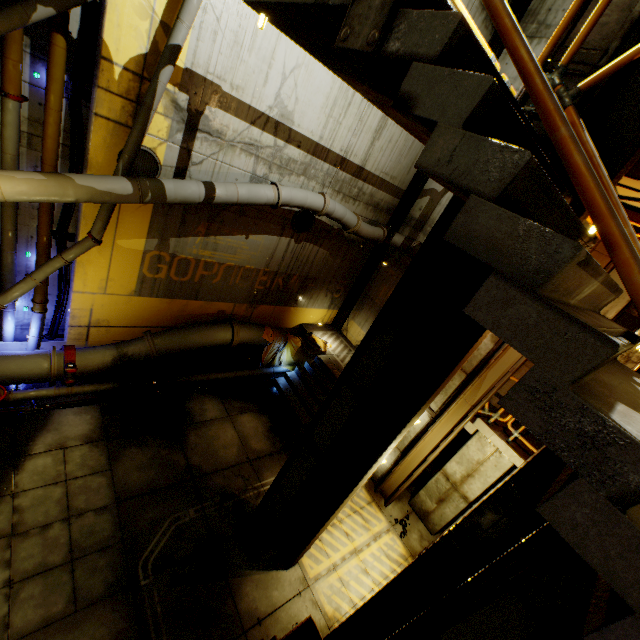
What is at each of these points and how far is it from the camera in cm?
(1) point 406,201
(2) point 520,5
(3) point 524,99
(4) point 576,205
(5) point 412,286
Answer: (1) beam, 1200
(2) beam, 938
(3) beam, 338
(4) beam, 333
(5) beam, 436

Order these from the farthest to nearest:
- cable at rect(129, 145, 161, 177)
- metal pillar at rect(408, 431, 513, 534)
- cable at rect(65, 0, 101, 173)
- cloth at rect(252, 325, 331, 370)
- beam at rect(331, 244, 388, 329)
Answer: beam at rect(331, 244, 388, 329) < cloth at rect(252, 325, 331, 370) < metal pillar at rect(408, 431, 513, 534) < cable at rect(129, 145, 161, 177) < cable at rect(65, 0, 101, 173)

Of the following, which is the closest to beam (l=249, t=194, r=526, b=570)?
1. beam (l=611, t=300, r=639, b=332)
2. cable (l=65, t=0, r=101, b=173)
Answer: beam (l=611, t=300, r=639, b=332)

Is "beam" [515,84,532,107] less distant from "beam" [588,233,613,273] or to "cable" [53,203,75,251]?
"beam" [588,233,613,273]

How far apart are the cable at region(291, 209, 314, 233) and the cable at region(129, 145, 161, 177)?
3.8 meters

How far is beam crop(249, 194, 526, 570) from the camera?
4.12m

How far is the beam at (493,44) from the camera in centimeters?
965cm

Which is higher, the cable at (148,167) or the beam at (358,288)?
the cable at (148,167)
